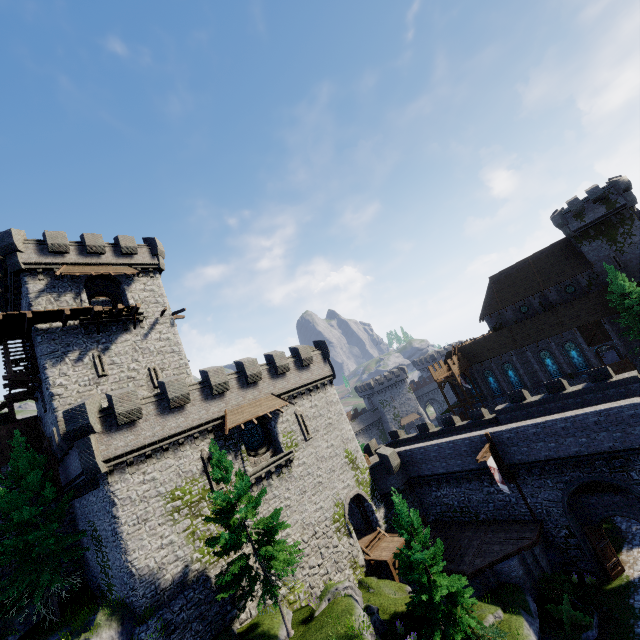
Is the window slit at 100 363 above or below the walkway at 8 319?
below

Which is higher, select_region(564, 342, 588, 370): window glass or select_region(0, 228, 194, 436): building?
select_region(0, 228, 194, 436): building

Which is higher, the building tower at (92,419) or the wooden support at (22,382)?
the wooden support at (22,382)

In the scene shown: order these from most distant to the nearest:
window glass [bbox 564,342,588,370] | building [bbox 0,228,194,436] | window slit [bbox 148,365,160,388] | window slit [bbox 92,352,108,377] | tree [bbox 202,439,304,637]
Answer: window glass [bbox 564,342,588,370] → window slit [bbox 148,365,160,388] → window slit [bbox 92,352,108,377] → building [bbox 0,228,194,436] → tree [bbox 202,439,304,637]

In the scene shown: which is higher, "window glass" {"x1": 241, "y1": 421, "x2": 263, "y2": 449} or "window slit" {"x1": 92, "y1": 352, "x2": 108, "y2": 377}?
"window slit" {"x1": 92, "y1": 352, "x2": 108, "y2": 377}

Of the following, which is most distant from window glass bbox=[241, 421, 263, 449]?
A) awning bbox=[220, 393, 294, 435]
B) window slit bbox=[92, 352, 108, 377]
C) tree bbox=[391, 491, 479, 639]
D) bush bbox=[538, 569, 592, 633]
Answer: bush bbox=[538, 569, 592, 633]

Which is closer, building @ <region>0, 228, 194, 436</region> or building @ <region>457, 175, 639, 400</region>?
building @ <region>0, 228, 194, 436</region>

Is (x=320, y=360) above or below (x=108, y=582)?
above
